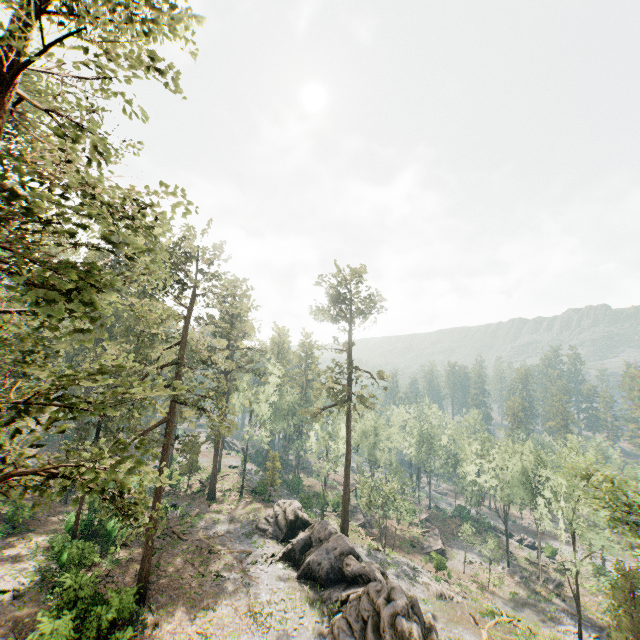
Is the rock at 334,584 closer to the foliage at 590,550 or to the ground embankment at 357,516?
the foliage at 590,550

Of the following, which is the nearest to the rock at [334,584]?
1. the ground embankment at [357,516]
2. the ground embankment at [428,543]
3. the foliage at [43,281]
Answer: the foliage at [43,281]

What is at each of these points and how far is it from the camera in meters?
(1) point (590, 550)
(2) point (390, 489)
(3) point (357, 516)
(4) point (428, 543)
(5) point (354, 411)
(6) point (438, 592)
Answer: (1) foliage, 32.0 m
(2) foliage, 44.0 m
(3) ground embankment, 54.9 m
(4) ground embankment, 52.0 m
(5) foliage, 34.6 m
(6) foliage, 33.0 m

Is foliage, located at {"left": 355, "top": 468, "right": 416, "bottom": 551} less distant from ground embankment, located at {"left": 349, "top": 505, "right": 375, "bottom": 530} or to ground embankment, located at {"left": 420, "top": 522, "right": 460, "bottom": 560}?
ground embankment, located at {"left": 420, "top": 522, "right": 460, "bottom": 560}

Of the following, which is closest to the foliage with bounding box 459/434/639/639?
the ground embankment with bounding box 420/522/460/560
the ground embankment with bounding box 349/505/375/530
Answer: the ground embankment with bounding box 420/522/460/560

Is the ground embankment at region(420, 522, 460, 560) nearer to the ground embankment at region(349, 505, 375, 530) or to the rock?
the ground embankment at region(349, 505, 375, 530)

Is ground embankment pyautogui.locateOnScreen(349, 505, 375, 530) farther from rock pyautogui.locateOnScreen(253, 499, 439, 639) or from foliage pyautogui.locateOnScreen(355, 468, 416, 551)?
rock pyautogui.locateOnScreen(253, 499, 439, 639)
